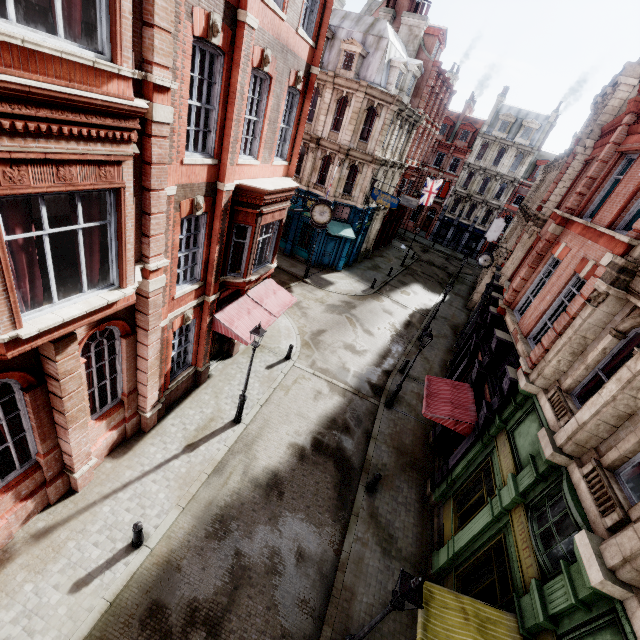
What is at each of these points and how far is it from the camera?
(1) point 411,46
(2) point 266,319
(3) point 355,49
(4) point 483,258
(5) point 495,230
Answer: (1) chimney, 27.2m
(2) awning, 14.2m
(3) roof window, 22.5m
(4) clock, 20.7m
(5) sign, 32.8m

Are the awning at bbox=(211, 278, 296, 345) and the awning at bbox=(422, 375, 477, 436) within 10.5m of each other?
yes

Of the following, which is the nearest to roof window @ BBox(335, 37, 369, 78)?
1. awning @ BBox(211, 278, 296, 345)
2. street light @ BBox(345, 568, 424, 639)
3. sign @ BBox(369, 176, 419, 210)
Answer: sign @ BBox(369, 176, 419, 210)

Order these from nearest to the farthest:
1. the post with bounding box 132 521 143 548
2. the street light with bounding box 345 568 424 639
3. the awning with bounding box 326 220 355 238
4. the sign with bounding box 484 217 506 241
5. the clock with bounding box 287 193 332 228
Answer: the street light with bounding box 345 568 424 639, the post with bounding box 132 521 143 548, the clock with bounding box 287 193 332 228, the awning with bounding box 326 220 355 238, the sign with bounding box 484 217 506 241

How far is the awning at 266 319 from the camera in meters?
12.6 m

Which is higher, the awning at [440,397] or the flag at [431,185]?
the flag at [431,185]

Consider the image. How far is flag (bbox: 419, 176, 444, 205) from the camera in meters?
37.1

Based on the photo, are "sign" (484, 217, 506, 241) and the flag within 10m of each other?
yes
